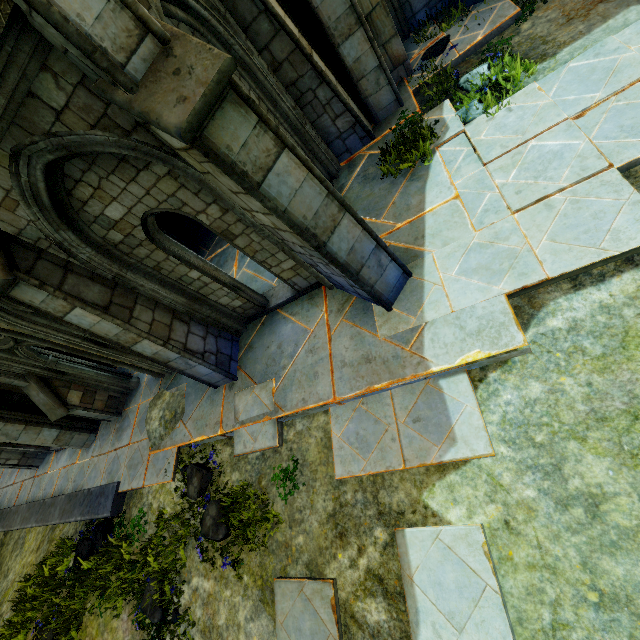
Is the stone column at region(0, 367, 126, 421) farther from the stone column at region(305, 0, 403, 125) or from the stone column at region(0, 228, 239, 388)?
the stone column at region(305, 0, 403, 125)

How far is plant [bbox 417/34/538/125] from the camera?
5.5m

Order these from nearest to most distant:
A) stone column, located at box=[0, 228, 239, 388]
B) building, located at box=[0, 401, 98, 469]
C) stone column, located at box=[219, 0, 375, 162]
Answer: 1. stone column, located at box=[0, 228, 239, 388]
2. stone column, located at box=[219, 0, 375, 162]
3. building, located at box=[0, 401, 98, 469]

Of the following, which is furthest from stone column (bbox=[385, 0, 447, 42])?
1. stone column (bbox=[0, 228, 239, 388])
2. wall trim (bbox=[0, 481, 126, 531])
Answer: wall trim (bbox=[0, 481, 126, 531])

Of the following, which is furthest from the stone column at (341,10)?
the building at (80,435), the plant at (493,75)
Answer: the building at (80,435)

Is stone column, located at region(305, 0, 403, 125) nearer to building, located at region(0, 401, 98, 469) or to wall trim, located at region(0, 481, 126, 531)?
wall trim, located at region(0, 481, 126, 531)

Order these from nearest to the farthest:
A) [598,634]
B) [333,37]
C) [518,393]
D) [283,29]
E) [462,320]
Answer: [598,634], [518,393], [462,320], [283,29], [333,37]

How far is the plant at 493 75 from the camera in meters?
5.5 m
